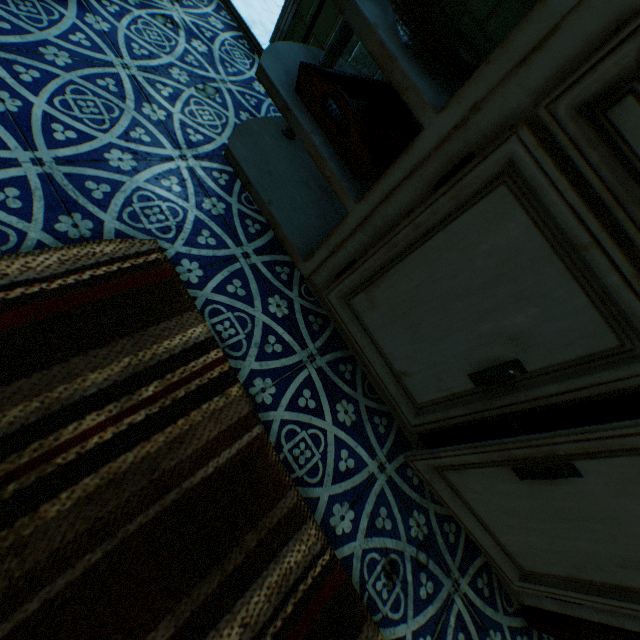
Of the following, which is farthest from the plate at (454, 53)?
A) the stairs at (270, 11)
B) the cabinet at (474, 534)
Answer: the stairs at (270, 11)

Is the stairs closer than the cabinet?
No

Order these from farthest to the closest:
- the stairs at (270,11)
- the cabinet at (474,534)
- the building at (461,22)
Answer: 1. the stairs at (270,11)
2. the building at (461,22)
3. the cabinet at (474,534)

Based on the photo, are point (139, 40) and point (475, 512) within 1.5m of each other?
no

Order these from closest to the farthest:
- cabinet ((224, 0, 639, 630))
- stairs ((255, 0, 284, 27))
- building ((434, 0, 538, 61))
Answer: cabinet ((224, 0, 639, 630))
building ((434, 0, 538, 61))
stairs ((255, 0, 284, 27))

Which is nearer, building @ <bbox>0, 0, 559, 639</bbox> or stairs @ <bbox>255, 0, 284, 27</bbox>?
building @ <bbox>0, 0, 559, 639</bbox>

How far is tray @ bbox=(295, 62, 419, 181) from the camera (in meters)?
0.91

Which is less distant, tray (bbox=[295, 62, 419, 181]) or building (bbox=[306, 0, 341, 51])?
tray (bbox=[295, 62, 419, 181])
